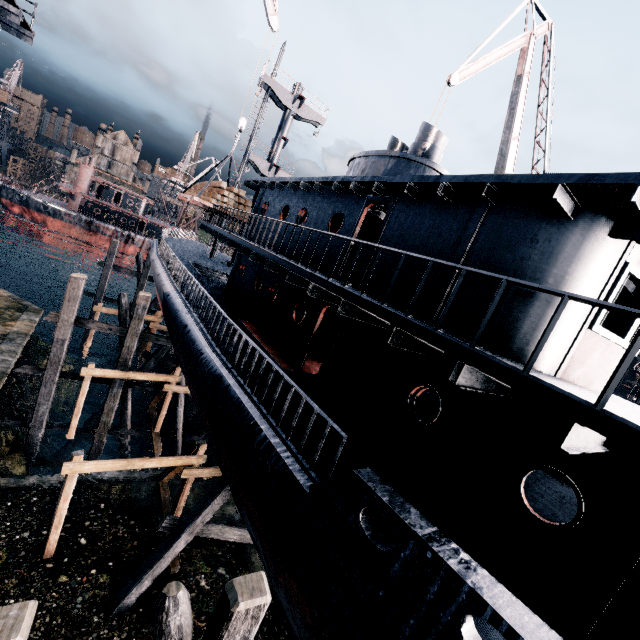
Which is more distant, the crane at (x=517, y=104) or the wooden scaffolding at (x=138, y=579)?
the crane at (x=517, y=104)

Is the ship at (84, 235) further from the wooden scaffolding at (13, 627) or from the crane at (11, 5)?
the wooden scaffolding at (13, 627)

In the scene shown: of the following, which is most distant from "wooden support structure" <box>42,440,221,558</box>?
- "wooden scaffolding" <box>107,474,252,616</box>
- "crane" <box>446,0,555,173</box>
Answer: "crane" <box>446,0,555,173</box>

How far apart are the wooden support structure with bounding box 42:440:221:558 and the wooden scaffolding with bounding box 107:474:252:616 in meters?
1.0 m

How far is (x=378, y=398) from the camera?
7.43m

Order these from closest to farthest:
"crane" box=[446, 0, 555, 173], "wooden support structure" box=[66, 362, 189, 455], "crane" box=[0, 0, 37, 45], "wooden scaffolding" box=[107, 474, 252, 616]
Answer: "wooden scaffolding" box=[107, 474, 252, 616] → "crane" box=[0, 0, 37, 45] → "wooden support structure" box=[66, 362, 189, 455] → "crane" box=[446, 0, 555, 173]

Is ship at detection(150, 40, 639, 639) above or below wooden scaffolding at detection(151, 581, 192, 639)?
above

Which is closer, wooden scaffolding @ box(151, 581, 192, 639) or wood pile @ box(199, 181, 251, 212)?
wooden scaffolding @ box(151, 581, 192, 639)
